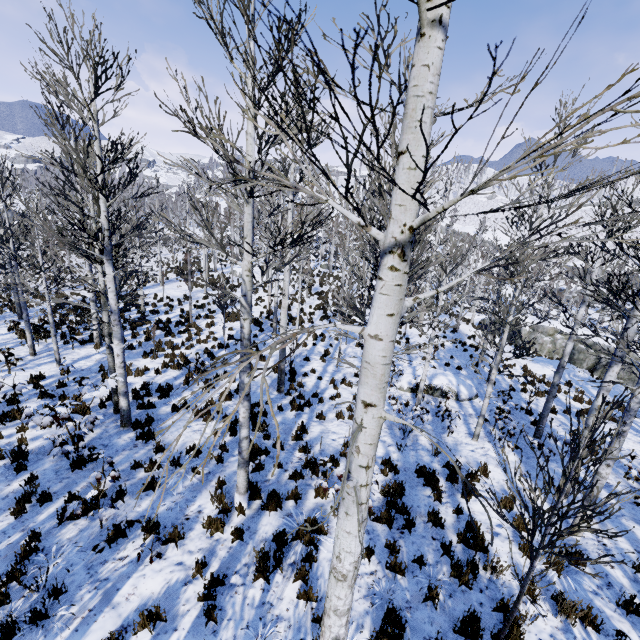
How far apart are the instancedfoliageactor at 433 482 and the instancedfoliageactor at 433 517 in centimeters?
86cm

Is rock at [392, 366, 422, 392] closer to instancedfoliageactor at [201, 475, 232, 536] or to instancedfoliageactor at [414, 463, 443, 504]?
instancedfoliageactor at [201, 475, 232, 536]

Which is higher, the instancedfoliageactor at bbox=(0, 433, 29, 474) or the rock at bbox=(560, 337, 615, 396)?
the instancedfoliageactor at bbox=(0, 433, 29, 474)

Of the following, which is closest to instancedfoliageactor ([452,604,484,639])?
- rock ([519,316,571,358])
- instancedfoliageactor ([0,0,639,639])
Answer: rock ([519,316,571,358])

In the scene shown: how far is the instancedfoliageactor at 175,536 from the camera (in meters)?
5.46

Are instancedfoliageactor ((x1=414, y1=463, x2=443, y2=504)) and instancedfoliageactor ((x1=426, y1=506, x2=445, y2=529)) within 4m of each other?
yes

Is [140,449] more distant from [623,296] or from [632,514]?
[623,296]
